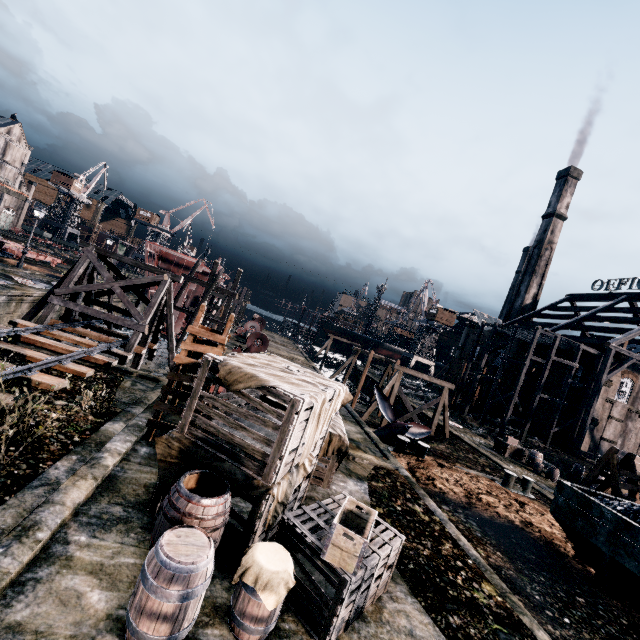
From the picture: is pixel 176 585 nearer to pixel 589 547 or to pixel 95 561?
pixel 95 561

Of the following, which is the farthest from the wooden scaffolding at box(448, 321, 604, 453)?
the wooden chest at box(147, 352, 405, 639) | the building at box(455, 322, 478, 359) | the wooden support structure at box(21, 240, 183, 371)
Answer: the building at box(455, 322, 478, 359)

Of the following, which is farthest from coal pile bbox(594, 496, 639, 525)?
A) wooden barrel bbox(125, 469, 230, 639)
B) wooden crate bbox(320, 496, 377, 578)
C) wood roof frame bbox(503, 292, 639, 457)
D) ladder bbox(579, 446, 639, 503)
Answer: wood roof frame bbox(503, 292, 639, 457)

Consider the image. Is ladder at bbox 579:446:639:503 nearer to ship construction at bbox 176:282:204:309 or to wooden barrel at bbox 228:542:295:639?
wooden barrel at bbox 228:542:295:639

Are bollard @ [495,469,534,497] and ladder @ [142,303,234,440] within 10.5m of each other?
no

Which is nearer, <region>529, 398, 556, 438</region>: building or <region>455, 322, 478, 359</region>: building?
<region>529, 398, 556, 438</region>: building

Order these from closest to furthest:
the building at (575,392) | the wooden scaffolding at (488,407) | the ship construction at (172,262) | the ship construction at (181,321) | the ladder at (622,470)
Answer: the ladder at (622,470) → the wooden scaffolding at (488,407) → the ship construction at (172,262) → the building at (575,392) → the ship construction at (181,321)

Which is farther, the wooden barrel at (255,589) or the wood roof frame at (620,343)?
the wood roof frame at (620,343)
